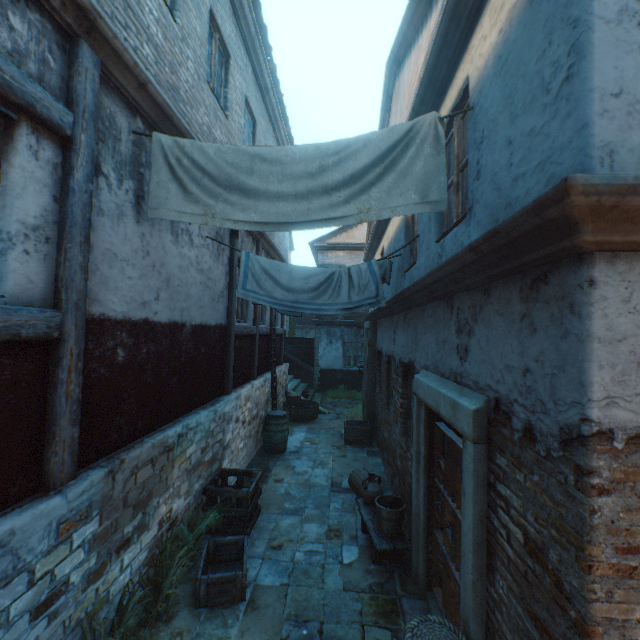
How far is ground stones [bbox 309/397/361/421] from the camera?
12.45m

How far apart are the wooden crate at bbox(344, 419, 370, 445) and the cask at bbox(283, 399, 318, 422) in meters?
1.9

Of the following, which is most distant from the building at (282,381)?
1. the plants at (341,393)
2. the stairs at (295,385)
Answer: the plants at (341,393)

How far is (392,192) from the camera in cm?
303

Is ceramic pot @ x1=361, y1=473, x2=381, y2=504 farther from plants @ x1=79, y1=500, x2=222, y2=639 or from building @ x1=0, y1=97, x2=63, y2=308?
plants @ x1=79, y1=500, x2=222, y2=639

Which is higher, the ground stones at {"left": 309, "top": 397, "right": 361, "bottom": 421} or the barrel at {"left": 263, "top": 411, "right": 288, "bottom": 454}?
the barrel at {"left": 263, "top": 411, "right": 288, "bottom": 454}

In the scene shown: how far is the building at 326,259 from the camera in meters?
17.0 m

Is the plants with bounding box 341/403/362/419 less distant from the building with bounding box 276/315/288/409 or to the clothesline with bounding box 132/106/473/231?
the building with bounding box 276/315/288/409
